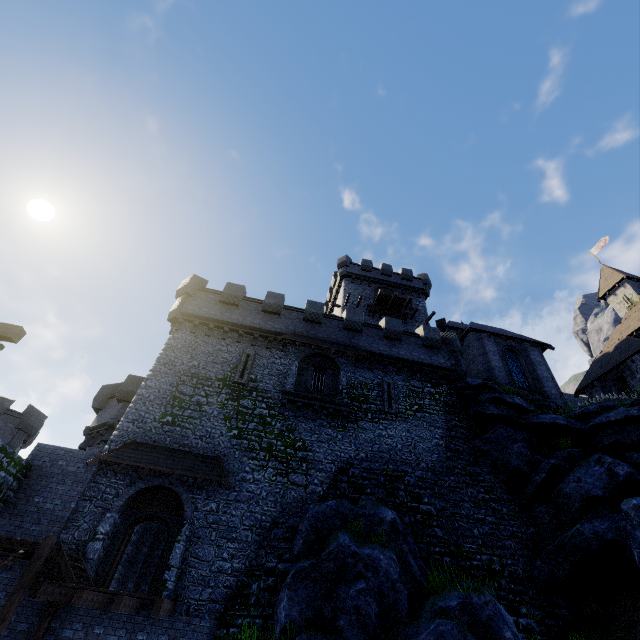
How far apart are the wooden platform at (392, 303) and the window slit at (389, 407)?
12.3m

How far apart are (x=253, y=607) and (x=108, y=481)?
8.3 meters

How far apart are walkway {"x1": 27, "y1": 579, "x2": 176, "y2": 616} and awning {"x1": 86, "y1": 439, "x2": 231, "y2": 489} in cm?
365

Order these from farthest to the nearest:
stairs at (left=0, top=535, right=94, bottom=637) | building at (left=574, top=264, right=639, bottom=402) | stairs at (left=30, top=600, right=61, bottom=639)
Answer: building at (left=574, top=264, right=639, bottom=402) → stairs at (left=30, top=600, right=61, bottom=639) → stairs at (left=0, top=535, right=94, bottom=637)

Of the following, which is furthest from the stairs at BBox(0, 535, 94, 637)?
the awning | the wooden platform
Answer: the wooden platform

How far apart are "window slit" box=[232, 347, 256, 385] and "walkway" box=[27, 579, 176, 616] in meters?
9.6 m

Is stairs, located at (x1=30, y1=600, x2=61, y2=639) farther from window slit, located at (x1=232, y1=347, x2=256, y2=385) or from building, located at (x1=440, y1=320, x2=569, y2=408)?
building, located at (x1=440, y1=320, x2=569, y2=408)

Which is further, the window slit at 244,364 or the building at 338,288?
the building at 338,288
